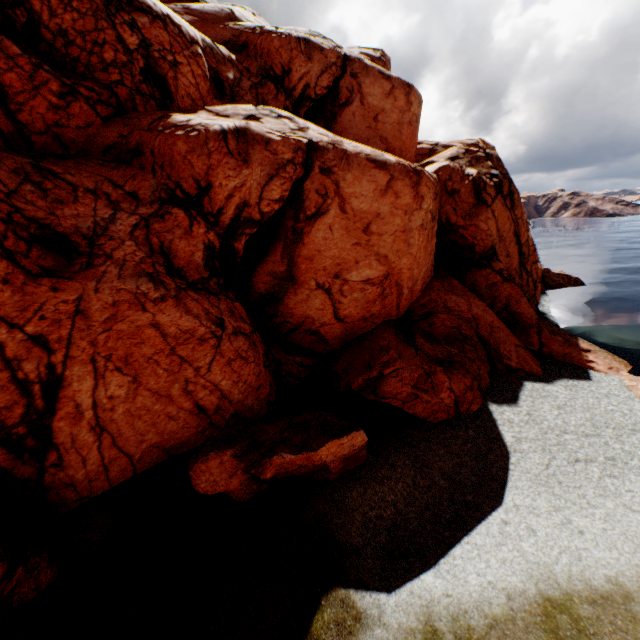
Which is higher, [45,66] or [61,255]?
[45,66]
